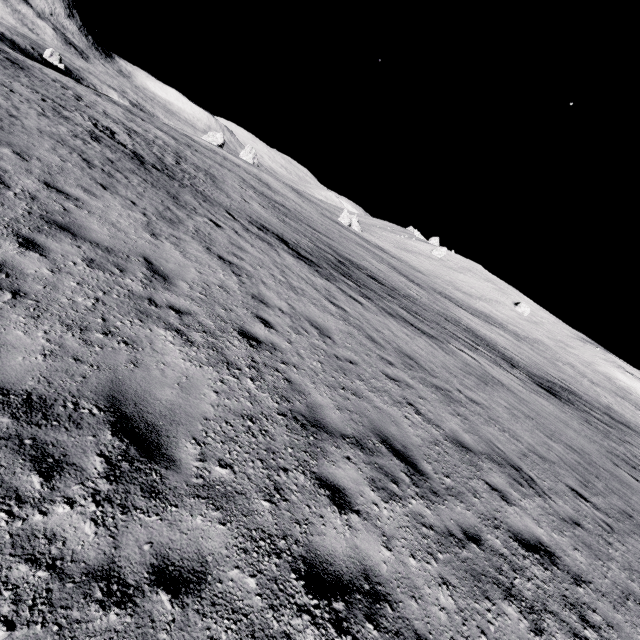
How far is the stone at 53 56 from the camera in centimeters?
5128cm

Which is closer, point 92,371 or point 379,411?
point 92,371

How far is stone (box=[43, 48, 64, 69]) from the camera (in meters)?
51.28
